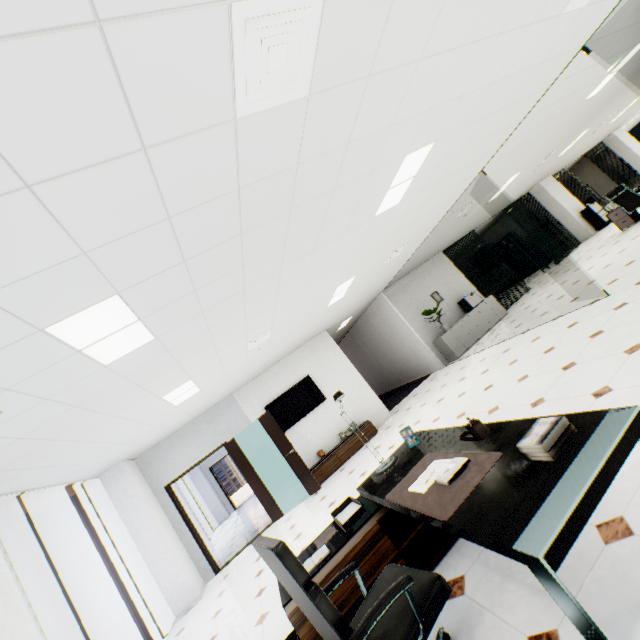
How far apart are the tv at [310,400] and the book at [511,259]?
12.88m

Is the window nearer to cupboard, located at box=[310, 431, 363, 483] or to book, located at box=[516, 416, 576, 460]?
cupboard, located at box=[310, 431, 363, 483]

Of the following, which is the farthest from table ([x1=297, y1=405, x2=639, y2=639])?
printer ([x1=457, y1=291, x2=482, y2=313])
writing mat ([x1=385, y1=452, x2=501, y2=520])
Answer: printer ([x1=457, y1=291, x2=482, y2=313])

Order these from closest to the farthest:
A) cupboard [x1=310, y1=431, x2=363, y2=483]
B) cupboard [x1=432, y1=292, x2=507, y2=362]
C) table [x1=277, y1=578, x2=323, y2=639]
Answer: table [x1=277, y1=578, x2=323, y2=639], cupboard [x1=310, y1=431, x2=363, y2=483], cupboard [x1=432, y1=292, x2=507, y2=362]

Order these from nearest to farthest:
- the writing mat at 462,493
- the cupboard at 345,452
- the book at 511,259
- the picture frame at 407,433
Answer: the writing mat at 462,493 < the picture frame at 407,433 < the cupboard at 345,452 < the book at 511,259

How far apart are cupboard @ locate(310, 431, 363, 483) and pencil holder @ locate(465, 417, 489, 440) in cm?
612

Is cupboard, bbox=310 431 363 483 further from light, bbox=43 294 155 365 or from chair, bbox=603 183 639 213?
chair, bbox=603 183 639 213

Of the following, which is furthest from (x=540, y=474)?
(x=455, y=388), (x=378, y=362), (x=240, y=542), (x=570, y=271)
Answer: (x=378, y=362)
